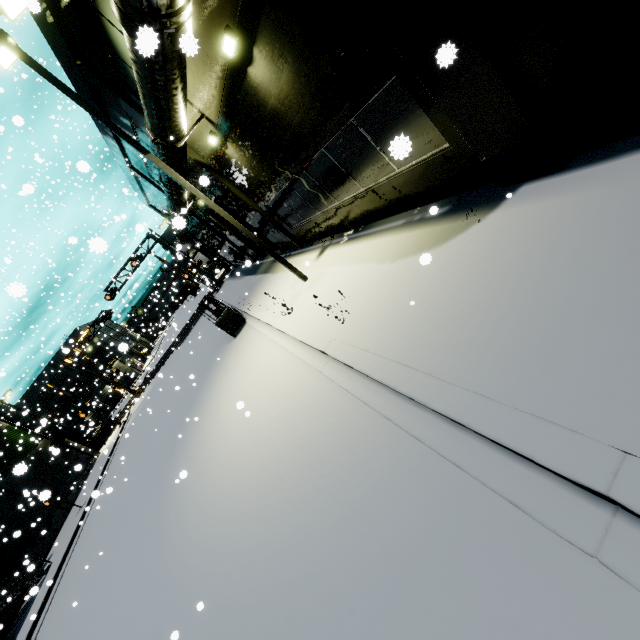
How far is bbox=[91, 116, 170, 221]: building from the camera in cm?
1700

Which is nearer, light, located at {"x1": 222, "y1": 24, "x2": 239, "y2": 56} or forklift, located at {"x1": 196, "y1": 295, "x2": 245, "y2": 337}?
light, located at {"x1": 222, "y1": 24, "x2": 239, "y2": 56}

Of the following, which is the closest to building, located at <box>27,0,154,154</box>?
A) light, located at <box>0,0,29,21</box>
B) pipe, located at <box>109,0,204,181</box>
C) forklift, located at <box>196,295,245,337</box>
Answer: pipe, located at <box>109,0,204,181</box>

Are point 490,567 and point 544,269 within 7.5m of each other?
yes

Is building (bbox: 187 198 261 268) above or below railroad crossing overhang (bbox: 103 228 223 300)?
below

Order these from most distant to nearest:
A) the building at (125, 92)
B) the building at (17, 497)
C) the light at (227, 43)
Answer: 1. the building at (17, 497)
2. the building at (125, 92)
3. the light at (227, 43)

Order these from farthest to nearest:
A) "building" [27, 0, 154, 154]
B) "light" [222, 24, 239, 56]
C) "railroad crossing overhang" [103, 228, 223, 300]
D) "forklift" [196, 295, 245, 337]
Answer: "railroad crossing overhang" [103, 228, 223, 300] < "forklift" [196, 295, 245, 337] < "building" [27, 0, 154, 154] < "light" [222, 24, 239, 56]

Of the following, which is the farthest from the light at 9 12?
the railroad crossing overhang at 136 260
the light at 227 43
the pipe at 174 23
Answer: the railroad crossing overhang at 136 260
